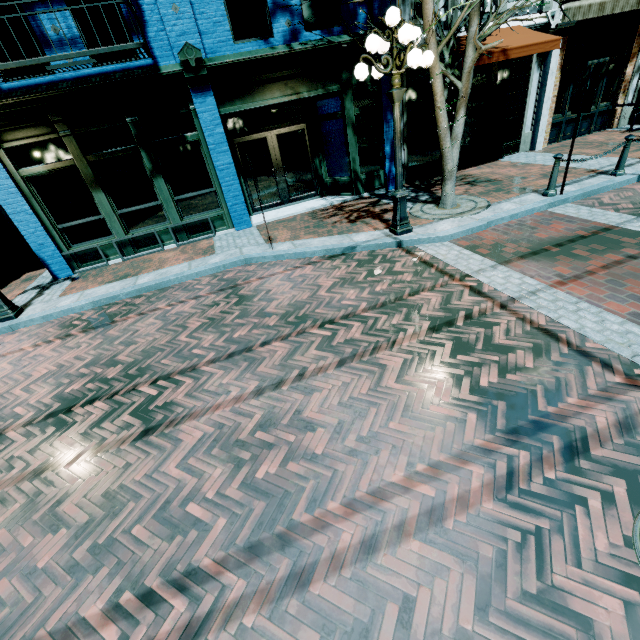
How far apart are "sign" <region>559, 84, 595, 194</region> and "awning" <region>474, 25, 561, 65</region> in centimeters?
278cm

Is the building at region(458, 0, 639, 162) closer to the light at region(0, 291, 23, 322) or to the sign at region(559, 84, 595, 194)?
the light at region(0, 291, 23, 322)

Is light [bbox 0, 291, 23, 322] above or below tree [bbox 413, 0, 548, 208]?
below

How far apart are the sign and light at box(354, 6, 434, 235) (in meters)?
3.16

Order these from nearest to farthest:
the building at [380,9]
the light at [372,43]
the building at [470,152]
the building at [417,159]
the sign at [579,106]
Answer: the light at [372,43], the sign at [579,106], the building at [380,9], the building at [417,159], the building at [470,152]

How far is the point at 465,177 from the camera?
10.10m

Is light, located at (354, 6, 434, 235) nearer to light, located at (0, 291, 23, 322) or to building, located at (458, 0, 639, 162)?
building, located at (458, 0, 639, 162)

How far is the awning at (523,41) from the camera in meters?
8.1
